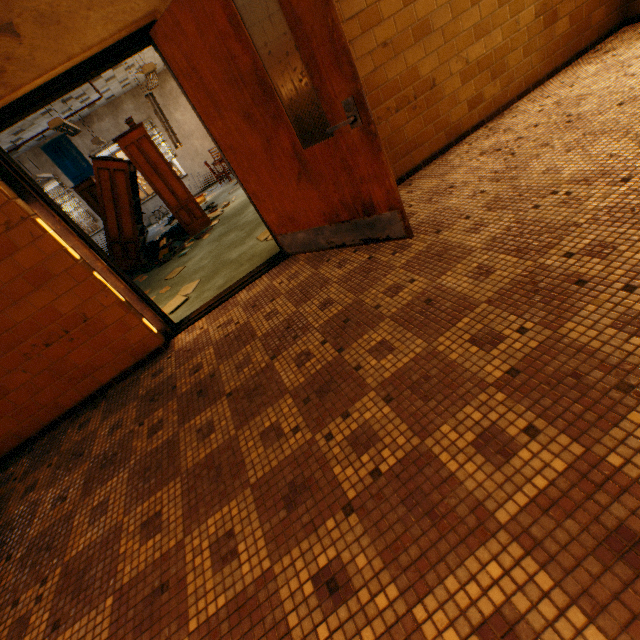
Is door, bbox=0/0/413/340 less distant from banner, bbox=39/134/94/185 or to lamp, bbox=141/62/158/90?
lamp, bbox=141/62/158/90

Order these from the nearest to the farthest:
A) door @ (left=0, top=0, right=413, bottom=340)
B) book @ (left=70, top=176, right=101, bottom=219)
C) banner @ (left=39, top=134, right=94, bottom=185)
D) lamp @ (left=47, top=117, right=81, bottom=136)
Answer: door @ (left=0, top=0, right=413, bottom=340) → lamp @ (left=47, top=117, right=81, bottom=136) → book @ (left=70, top=176, right=101, bottom=219) → banner @ (left=39, top=134, right=94, bottom=185)

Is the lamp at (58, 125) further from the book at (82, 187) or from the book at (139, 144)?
the book at (82, 187)

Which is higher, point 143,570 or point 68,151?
point 68,151

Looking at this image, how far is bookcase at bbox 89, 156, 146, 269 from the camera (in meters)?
6.29

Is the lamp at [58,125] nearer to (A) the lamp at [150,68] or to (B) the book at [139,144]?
(B) the book at [139,144]

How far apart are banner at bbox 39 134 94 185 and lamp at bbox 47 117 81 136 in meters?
5.9

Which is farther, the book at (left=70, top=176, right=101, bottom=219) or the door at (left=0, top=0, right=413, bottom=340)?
the book at (left=70, top=176, right=101, bottom=219)
